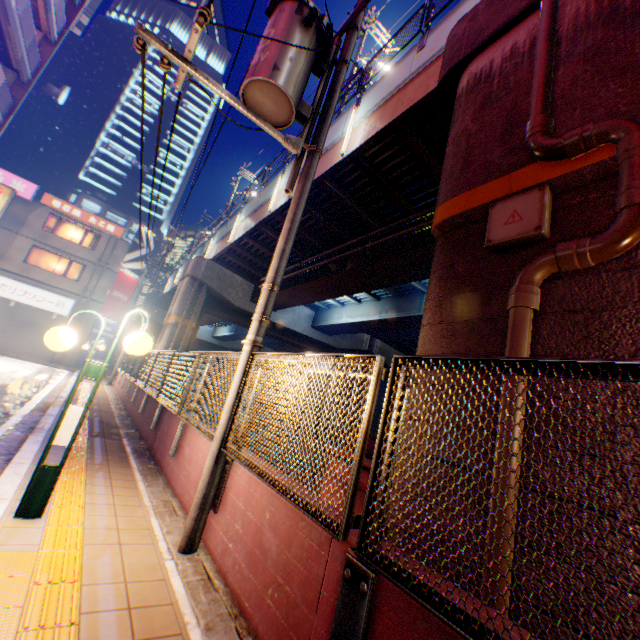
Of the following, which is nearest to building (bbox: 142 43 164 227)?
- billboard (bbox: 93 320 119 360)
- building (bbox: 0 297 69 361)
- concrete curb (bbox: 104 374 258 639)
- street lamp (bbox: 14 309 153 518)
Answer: building (bbox: 0 297 69 361)

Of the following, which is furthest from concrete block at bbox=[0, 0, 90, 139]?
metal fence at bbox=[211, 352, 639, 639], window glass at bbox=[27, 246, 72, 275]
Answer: window glass at bbox=[27, 246, 72, 275]

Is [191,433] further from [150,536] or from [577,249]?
[577,249]

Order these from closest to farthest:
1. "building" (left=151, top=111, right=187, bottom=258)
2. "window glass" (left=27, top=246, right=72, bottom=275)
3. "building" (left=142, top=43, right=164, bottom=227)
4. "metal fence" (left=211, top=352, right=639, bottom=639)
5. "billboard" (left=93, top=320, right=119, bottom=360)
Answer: "metal fence" (left=211, top=352, right=639, bottom=639), "window glass" (left=27, top=246, right=72, bottom=275), "billboard" (left=93, top=320, right=119, bottom=360), "building" (left=142, top=43, right=164, bottom=227), "building" (left=151, top=111, right=187, bottom=258)

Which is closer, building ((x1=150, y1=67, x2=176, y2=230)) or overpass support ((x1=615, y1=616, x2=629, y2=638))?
overpass support ((x1=615, y1=616, x2=629, y2=638))

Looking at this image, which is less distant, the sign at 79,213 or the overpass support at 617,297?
the overpass support at 617,297

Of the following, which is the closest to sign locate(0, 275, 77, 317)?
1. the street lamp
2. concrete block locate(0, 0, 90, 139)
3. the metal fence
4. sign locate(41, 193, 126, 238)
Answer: sign locate(41, 193, 126, 238)

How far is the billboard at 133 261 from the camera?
29.5m
